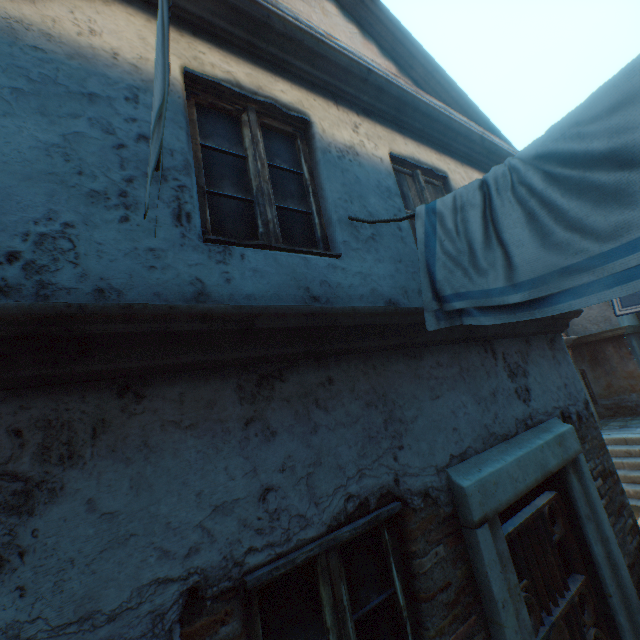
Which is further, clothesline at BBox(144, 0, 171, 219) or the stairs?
the stairs

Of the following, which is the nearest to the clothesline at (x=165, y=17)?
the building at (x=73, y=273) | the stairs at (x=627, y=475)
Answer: the building at (x=73, y=273)

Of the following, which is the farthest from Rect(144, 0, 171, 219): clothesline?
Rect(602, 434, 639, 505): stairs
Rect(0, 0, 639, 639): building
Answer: Rect(602, 434, 639, 505): stairs

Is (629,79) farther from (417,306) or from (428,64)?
(428,64)

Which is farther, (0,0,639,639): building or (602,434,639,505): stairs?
(602,434,639,505): stairs
